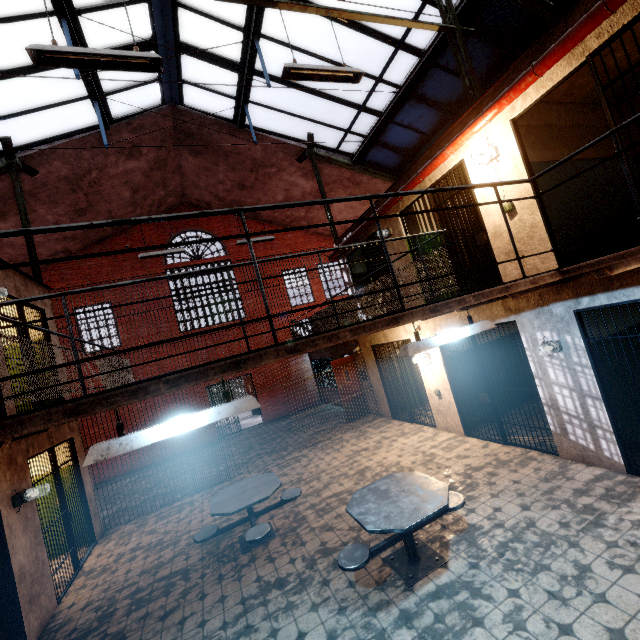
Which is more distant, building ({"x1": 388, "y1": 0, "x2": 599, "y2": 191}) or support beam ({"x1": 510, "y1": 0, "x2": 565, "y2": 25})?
support beam ({"x1": 510, "y1": 0, "x2": 565, "y2": 25})

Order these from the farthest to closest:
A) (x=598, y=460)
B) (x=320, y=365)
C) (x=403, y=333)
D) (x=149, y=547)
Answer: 1. (x=320, y=365)
2. (x=403, y=333)
3. (x=149, y=547)
4. (x=598, y=460)

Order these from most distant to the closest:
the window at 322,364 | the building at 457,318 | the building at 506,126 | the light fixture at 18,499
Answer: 1. the window at 322,364
2. the building at 457,318
3. the light fixture at 18,499
4. the building at 506,126

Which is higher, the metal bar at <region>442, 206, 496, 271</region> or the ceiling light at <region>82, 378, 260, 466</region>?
the metal bar at <region>442, 206, 496, 271</region>

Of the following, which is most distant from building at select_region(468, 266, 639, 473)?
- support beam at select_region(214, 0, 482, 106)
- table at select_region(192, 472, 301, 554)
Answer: table at select_region(192, 472, 301, 554)

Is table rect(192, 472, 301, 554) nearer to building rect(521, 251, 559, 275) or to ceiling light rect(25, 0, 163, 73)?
building rect(521, 251, 559, 275)

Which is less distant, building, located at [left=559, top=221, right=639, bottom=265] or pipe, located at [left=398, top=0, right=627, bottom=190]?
pipe, located at [left=398, top=0, right=627, bottom=190]

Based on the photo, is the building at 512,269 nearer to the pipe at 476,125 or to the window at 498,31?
the pipe at 476,125
